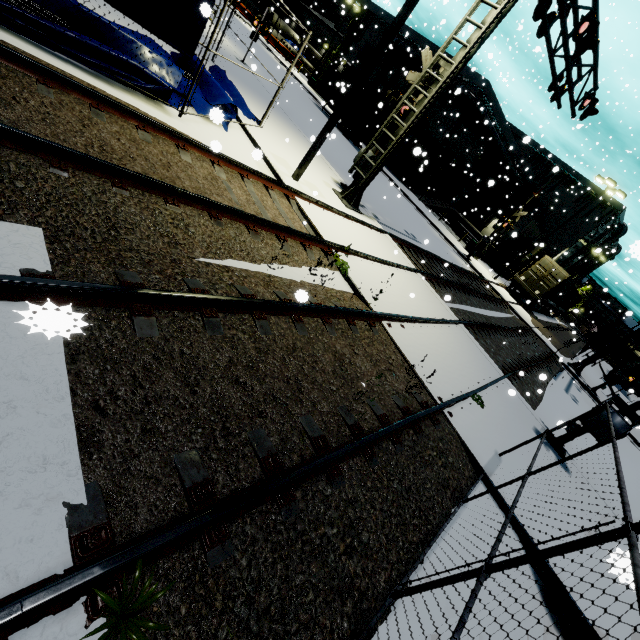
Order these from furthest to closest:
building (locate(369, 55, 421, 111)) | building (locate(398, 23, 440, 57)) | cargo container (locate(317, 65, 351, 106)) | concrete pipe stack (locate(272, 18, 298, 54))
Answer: concrete pipe stack (locate(272, 18, 298, 54)) → building (locate(369, 55, 421, 111)) → building (locate(398, 23, 440, 57)) → cargo container (locate(317, 65, 351, 106))

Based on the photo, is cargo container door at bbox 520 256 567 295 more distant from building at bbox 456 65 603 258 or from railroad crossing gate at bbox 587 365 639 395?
railroad crossing gate at bbox 587 365 639 395

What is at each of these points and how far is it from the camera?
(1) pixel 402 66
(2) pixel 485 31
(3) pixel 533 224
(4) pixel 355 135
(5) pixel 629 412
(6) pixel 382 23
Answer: (1) building, 34.5m
(2) railroad crossing overhang, 8.6m
(3) building, 40.2m
(4) semi trailer, 30.4m
(5) railroad crossing gate, 7.6m
(6) building, 36.5m

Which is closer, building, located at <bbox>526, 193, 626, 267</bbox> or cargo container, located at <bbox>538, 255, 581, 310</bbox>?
cargo container, located at <bbox>538, 255, 581, 310</bbox>

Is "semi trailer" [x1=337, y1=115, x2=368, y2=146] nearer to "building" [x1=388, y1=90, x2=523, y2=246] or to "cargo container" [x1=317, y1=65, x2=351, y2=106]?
"cargo container" [x1=317, y1=65, x2=351, y2=106]

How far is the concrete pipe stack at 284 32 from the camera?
52.0 meters

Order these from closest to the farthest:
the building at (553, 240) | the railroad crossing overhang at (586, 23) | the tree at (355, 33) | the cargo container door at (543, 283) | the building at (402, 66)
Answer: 1. the railroad crossing overhang at (586, 23)
2. the cargo container door at (543, 283)
3. the building at (402, 66)
4. the tree at (355, 33)
5. the building at (553, 240)

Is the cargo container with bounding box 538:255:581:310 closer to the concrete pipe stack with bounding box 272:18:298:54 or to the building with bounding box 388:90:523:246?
the building with bounding box 388:90:523:246
